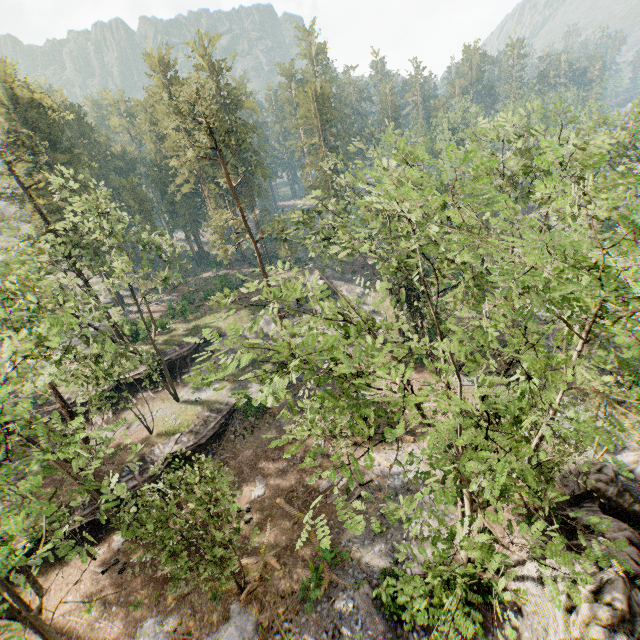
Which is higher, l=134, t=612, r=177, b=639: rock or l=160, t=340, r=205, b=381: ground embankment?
l=160, t=340, r=205, b=381: ground embankment

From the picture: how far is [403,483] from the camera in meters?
21.2 m

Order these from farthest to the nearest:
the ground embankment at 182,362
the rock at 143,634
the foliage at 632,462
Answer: the ground embankment at 182,362
the foliage at 632,462
the rock at 143,634

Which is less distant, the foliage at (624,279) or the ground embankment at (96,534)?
the foliage at (624,279)

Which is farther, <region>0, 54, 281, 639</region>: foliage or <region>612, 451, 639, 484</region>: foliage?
<region>612, 451, 639, 484</region>: foliage

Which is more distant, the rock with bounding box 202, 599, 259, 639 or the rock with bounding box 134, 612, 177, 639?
the rock with bounding box 134, 612, 177, 639

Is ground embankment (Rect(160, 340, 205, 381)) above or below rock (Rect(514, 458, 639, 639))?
above

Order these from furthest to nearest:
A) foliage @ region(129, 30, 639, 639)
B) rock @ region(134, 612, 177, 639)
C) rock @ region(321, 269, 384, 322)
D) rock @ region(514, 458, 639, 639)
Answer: rock @ region(321, 269, 384, 322)
rock @ region(134, 612, 177, 639)
rock @ region(514, 458, 639, 639)
foliage @ region(129, 30, 639, 639)
